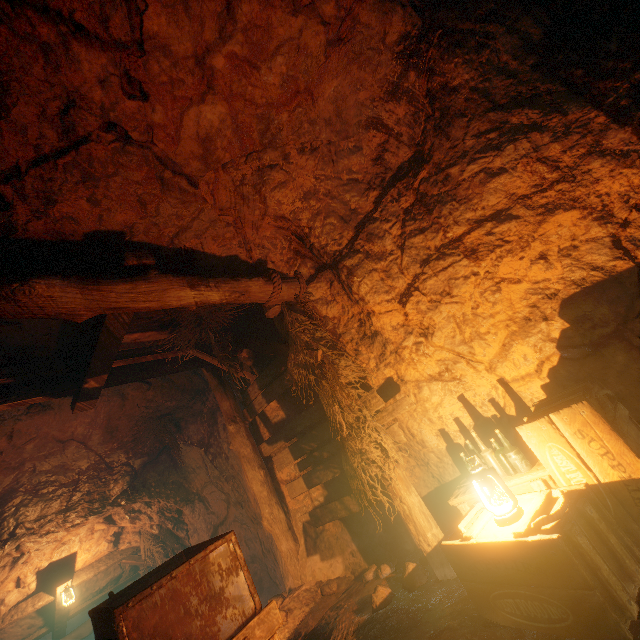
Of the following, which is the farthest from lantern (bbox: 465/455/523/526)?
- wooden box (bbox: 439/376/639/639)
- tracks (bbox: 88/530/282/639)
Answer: tracks (bbox: 88/530/282/639)

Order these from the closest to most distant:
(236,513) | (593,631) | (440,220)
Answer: (593,631) < (440,220) < (236,513)

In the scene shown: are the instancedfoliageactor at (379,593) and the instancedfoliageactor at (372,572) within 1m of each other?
yes

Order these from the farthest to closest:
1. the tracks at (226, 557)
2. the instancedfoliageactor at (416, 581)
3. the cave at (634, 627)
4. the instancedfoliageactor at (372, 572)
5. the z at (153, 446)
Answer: the z at (153, 446), the instancedfoliageactor at (372, 572), the instancedfoliageactor at (416, 581), the tracks at (226, 557), the cave at (634, 627)

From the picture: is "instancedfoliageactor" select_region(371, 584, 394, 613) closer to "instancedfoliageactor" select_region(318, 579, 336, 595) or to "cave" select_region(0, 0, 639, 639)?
"cave" select_region(0, 0, 639, 639)

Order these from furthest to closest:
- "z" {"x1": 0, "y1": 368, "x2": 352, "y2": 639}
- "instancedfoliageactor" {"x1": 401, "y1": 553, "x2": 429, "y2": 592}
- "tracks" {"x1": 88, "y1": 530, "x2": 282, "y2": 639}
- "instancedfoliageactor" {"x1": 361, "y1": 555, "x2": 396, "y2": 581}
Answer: "z" {"x1": 0, "y1": 368, "x2": 352, "y2": 639} → "instancedfoliageactor" {"x1": 361, "y1": 555, "x2": 396, "y2": 581} → "instancedfoliageactor" {"x1": 401, "y1": 553, "x2": 429, "y2": 592} → "tracks" {"x1": 88, "y1": 530, "x2": 282, "y2": 639}

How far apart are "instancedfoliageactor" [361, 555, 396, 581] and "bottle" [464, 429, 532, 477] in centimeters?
193cm

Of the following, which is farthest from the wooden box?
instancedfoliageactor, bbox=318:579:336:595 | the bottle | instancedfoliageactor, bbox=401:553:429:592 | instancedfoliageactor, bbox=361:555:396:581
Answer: instancedfoliageactor, bbox=318:579:336:595
